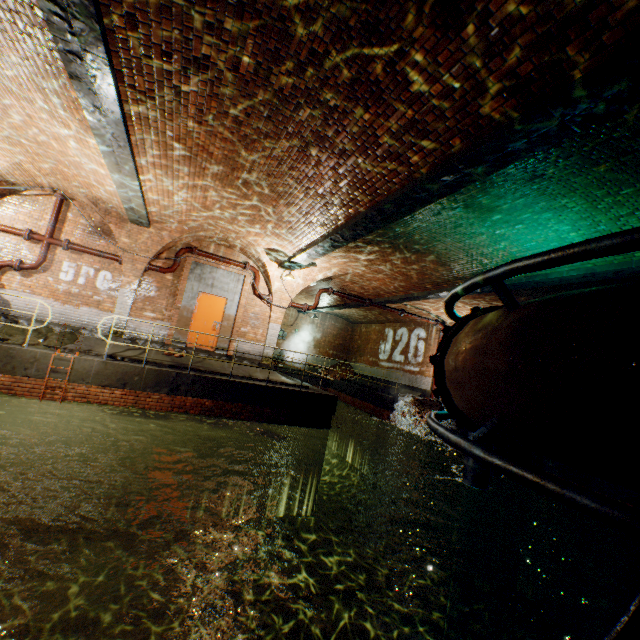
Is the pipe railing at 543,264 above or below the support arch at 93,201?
below

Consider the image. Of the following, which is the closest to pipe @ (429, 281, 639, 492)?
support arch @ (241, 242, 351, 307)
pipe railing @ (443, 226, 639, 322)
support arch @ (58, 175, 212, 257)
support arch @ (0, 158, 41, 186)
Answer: pipe railing @ (443, 226, 639, 322)

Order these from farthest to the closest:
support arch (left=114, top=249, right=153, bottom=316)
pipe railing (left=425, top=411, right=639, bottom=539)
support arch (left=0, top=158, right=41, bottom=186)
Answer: support arch (left=114, top=249, right=153, bottom=316) < support arch (left=0, top=158, right=41, bottom=186) < pipe railing (left=425, top=411, right=639, bottom=539)

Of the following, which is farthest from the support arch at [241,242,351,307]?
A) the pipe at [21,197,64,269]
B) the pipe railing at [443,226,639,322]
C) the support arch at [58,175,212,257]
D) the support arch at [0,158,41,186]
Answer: the pipe railing at [443,226,639,322]

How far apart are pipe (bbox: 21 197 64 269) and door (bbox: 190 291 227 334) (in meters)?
4.31

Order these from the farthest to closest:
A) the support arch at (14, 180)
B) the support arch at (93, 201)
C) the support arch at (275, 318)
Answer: the support arch at (275, 318) < the support arch at (93, 201) < the support arch at (14, 180)

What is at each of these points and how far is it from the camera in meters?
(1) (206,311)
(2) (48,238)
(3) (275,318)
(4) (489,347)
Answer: (1) door, 12.2 m
(2) pipe, 10.2 m
(3) support arch, 13.1 m
(4) pipe, 2.0 m

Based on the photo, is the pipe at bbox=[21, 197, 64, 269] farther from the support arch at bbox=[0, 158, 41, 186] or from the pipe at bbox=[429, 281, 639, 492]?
the pipe at bbox=[429, 281, 639, 492]
